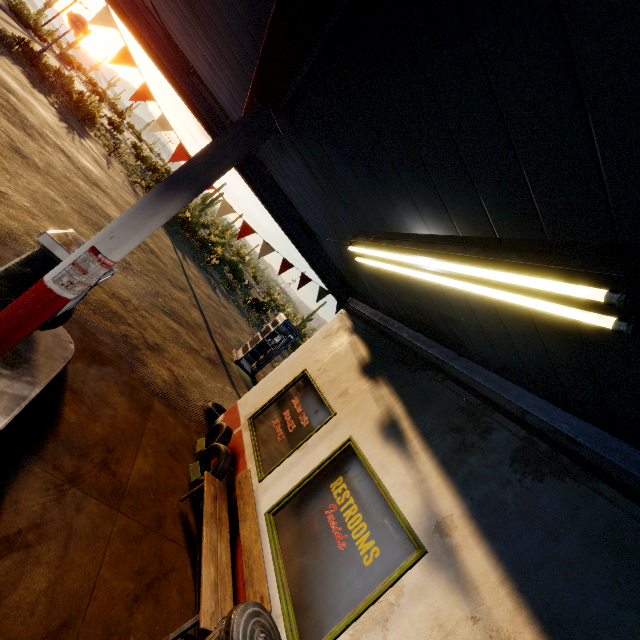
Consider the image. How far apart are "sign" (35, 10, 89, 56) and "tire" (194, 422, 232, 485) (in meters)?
30.52

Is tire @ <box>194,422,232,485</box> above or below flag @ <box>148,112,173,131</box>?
below

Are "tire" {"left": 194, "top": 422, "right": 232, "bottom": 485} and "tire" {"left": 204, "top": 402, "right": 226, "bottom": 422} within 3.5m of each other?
yes

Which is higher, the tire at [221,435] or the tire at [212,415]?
the tire at [221,435]

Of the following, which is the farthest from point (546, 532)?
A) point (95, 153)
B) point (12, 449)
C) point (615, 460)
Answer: point (95, 153)

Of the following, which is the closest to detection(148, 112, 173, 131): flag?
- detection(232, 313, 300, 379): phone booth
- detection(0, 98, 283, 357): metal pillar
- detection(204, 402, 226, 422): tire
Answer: detection(0, 98, 283, 357): metal pillar

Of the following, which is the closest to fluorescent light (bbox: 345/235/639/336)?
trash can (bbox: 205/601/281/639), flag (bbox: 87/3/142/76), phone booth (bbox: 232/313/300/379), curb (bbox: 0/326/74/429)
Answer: flag (bbox: 87/3/142/76)

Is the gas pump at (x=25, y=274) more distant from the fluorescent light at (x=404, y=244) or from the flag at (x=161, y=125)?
the fluorescent light at (x=404, y=244)
